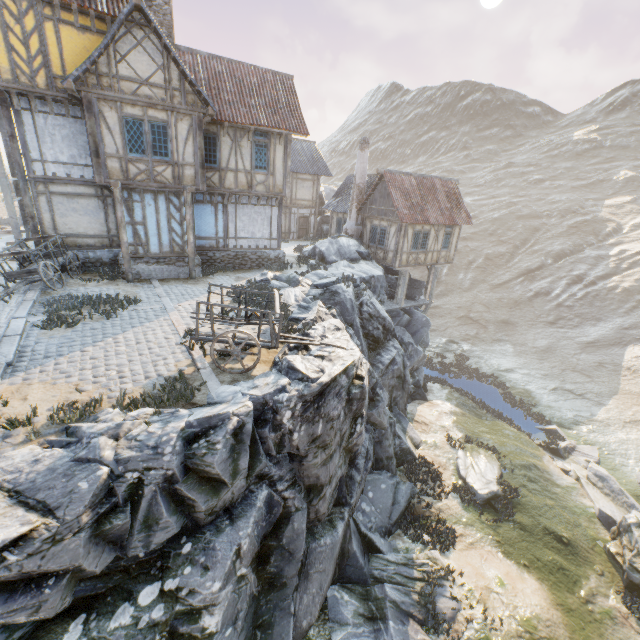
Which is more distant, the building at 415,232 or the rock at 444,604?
the building at 415,232

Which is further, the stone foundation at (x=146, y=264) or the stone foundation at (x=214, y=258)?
the stone foundation at (x=214, y=258)

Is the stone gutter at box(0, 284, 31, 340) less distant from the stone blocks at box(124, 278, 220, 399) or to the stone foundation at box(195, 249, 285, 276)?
the stone blocks at box(124, 278, 220, 399)

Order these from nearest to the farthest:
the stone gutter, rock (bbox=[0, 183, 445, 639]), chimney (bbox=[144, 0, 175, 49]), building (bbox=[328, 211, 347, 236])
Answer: rock (bbox=[0, 183, 445, 639])
the stone gutter
chimney (bbox=[144, 0, 175, 49])
building (bbox=[328, 211, 347, 236])

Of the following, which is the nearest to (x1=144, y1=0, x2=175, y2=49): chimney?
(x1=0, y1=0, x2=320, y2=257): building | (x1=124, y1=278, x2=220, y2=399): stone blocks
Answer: (x1=0, y1=0, x2=320, y2=257): building

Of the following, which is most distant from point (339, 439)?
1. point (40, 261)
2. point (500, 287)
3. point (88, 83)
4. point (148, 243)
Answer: point (500, 287)

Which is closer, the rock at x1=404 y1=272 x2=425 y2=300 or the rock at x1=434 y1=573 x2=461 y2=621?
the rock at x1=434 y1=573 x2=461 y2=621

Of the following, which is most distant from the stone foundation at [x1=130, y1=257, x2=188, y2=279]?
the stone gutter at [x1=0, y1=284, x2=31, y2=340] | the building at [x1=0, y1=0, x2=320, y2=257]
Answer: the stone gutter at [x1=0, y1=284, x2=31, y2=340]
